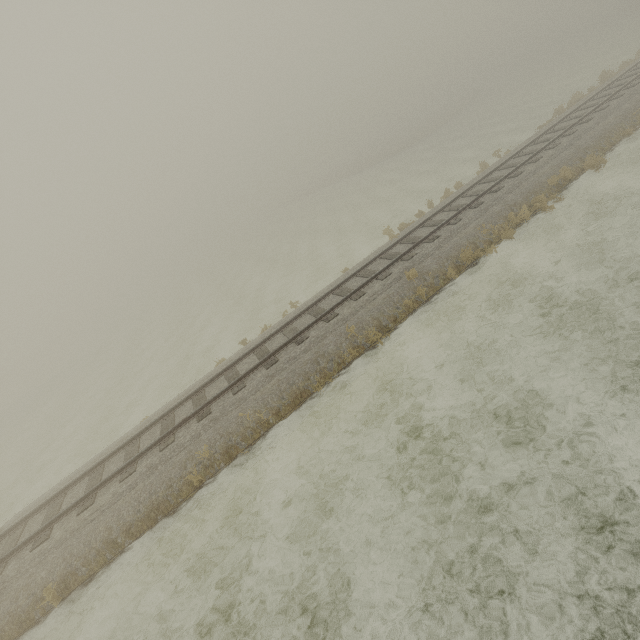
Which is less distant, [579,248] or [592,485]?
[592,485]
